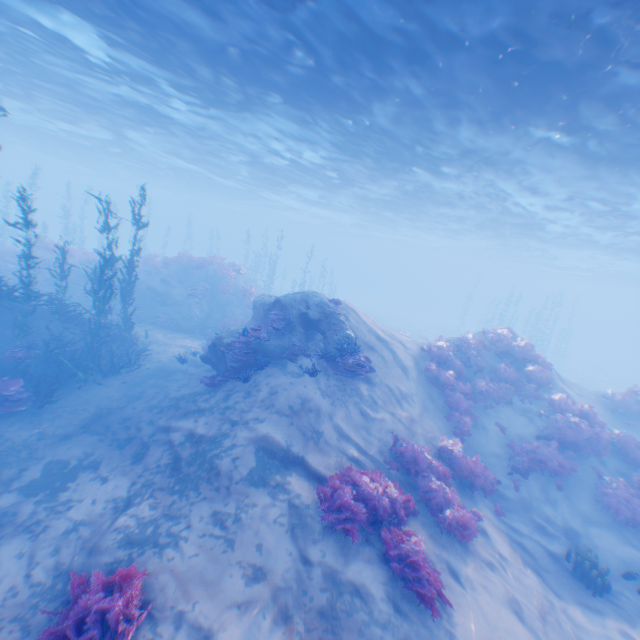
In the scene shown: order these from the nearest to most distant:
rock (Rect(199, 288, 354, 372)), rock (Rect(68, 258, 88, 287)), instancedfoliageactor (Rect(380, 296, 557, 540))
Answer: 1. instancedfoliageactor (Rect(380, 296, 557, 540))
2. rock (Rect(199, 288, 354, 372))
3. rock (Rect(68, 258, 88, 287))

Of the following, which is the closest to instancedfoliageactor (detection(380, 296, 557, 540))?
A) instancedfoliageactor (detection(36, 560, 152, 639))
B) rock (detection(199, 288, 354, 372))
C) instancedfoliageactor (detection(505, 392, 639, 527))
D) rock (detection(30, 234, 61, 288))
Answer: instancedfoliageactor (detection(505, 392, 639, 527))

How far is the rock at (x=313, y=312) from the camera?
11.8m

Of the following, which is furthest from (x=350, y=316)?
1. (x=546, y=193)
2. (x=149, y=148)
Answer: (x=149, y=148)

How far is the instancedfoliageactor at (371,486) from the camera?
6.4m

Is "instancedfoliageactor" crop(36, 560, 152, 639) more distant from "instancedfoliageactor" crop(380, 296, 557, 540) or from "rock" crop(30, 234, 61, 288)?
"rock" crop(30, 234, 61, 288)

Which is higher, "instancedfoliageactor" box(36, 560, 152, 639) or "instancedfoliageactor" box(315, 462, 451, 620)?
"instancedfoliageactor" box(315, 462, 451, 620)

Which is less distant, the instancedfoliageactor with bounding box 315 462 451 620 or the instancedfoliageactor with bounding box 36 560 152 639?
the instancedfoliageactor with bounding box 36 560 152 639
